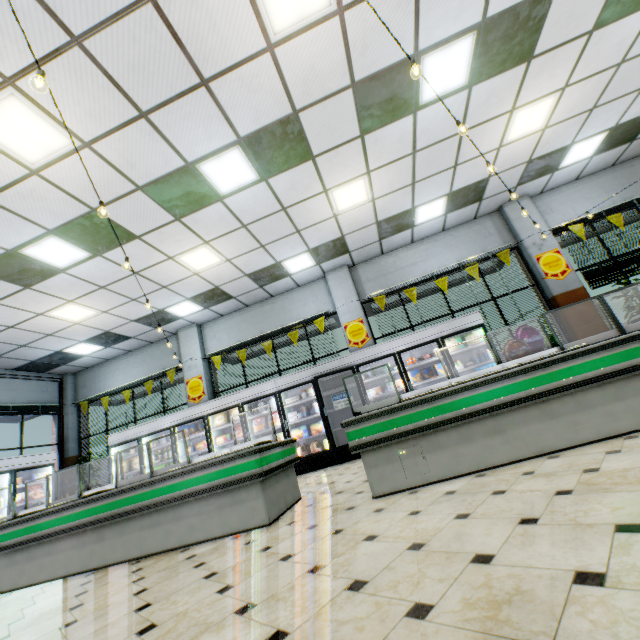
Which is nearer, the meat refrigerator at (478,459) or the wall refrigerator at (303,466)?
the meat refrigerator at (478,459)

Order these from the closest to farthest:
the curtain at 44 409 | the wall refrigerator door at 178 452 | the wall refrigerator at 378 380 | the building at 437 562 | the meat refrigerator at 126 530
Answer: the building at 437 562
the meat refrigerator at 126 530
the wall refrigerator at 378 380
the wall refrigerator door at 178 452
the curtain at 44 409

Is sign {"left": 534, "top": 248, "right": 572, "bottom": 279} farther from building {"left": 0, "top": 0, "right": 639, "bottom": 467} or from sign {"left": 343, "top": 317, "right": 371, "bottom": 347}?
sign {"left": 343, "top": 317, "right": 371, "bottom": 347}

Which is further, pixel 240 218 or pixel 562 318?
pixel 562 318

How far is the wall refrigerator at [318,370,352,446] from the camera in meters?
7.8

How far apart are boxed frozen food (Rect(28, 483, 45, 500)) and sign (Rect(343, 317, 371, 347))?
9.1 meters

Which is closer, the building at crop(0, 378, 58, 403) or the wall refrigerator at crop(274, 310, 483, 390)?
the wall refrigerator at crop(274, 310, 483, 390)
